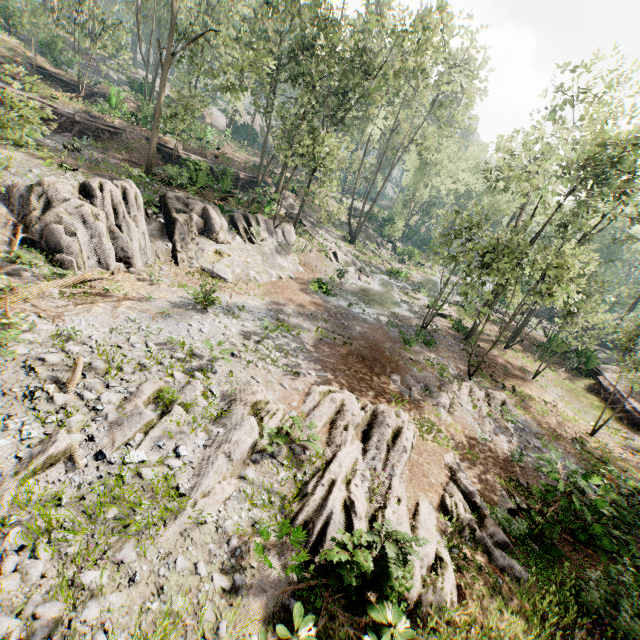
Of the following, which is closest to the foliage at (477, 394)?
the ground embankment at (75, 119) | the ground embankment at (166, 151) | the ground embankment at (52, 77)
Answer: the ground embankment at (166, 151)

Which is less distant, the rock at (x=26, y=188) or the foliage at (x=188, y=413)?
the foliage at (x=188, y=413)

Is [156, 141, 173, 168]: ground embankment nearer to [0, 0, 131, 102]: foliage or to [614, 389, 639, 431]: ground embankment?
[0, 0, 131, 102]: foliage

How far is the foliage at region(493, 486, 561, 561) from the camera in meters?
9.0

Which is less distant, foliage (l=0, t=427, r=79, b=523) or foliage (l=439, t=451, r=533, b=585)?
foliage (l=0, t=427, r=79, b=523)

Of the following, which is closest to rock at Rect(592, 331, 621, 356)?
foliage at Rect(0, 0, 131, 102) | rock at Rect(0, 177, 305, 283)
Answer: foliage at Rect(0, 0, 131, 102)

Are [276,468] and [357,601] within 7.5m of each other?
yes

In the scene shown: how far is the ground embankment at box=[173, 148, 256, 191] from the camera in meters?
22.9
